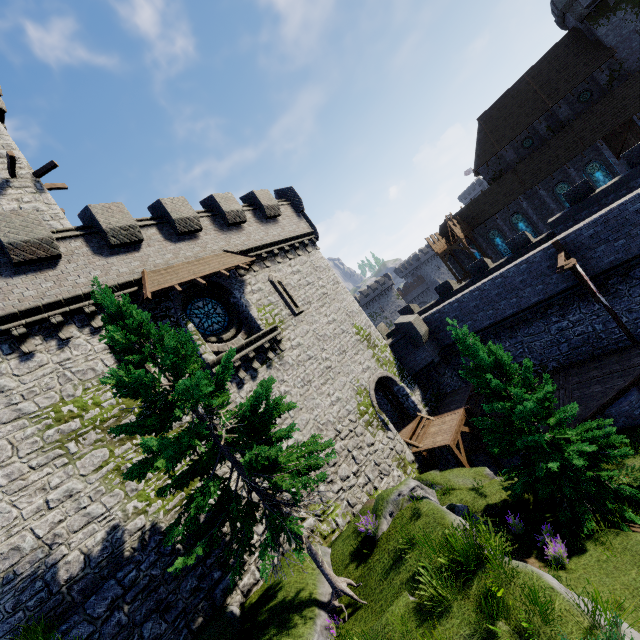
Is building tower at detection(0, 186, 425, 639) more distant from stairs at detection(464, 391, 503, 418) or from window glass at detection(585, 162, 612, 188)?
window glass at detection(585, 162, 612, 188)

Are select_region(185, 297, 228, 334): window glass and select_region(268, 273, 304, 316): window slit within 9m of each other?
yes

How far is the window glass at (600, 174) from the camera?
33.22m

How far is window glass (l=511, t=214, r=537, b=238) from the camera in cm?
3850

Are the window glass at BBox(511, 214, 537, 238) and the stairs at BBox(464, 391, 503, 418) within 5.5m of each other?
no

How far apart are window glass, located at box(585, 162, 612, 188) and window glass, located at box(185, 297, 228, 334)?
40.3 meters

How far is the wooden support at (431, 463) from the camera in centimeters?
1724cm

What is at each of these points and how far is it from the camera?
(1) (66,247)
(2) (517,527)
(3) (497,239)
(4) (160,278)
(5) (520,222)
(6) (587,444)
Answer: (1) building tower, 11.8m
(2) instancedfoliageactor, 10.7m
(3) window glass, 40.9m
(4) awning, 13.0m
(5) window glass, 38.8m
(6) tree, 10.0m
